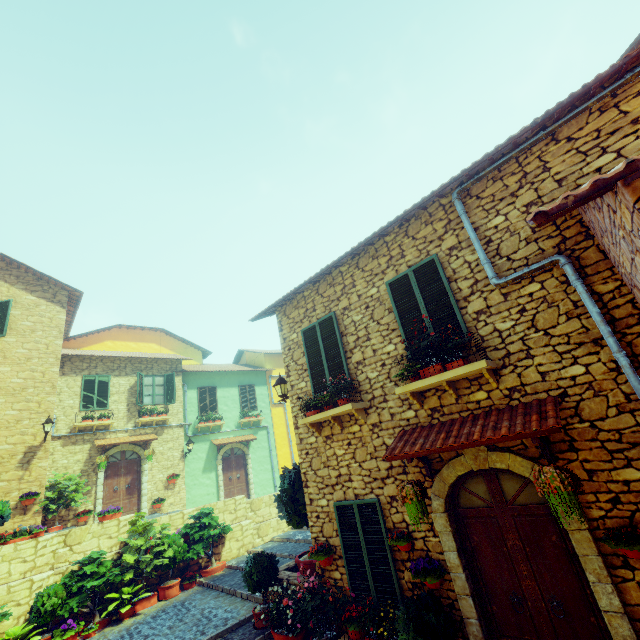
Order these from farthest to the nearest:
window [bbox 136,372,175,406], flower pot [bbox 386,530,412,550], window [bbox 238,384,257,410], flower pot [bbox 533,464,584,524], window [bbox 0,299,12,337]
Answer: window [bbox 238,384,257,410] < window [bbox 136,372,175,406] < window [bbox 0,299,12,337] < flower pot [bbox 386,530,412,550] < flower pot [bbox 533,464,584,524]

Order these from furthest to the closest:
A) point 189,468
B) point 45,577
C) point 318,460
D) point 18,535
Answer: point 189,468 < point 18,535 < point 45,577 < point 318,460

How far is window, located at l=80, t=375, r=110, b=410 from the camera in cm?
1471

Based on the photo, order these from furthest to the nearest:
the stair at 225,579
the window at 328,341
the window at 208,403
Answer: the window at 208,403 → the stair at 225,579 → the window at 328,341

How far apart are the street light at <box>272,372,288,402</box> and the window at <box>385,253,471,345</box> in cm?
340

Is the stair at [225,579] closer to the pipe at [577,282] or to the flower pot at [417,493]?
the flower pot at [417,493]

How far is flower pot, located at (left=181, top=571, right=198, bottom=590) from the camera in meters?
10.1 m

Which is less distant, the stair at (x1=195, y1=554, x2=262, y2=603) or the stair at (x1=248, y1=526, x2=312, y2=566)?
the stair at (x1=195, y1=554, x2=262, y2=603)
